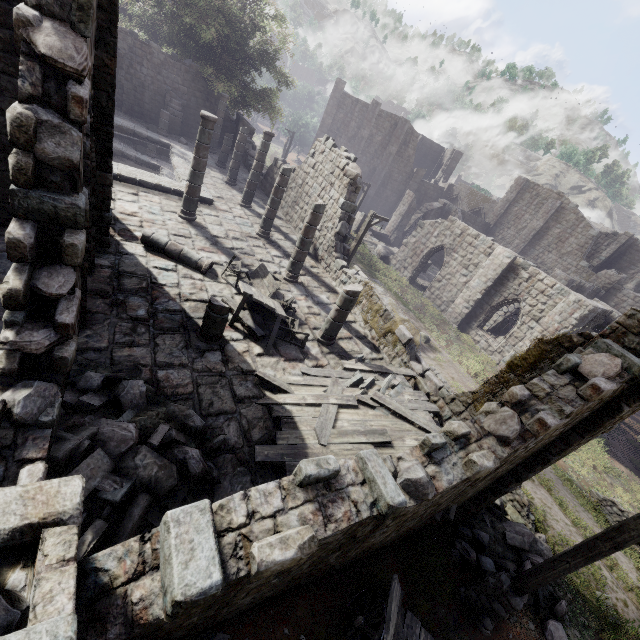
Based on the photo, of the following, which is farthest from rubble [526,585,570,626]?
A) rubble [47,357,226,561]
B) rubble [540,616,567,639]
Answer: rubble [47,357,226,561]

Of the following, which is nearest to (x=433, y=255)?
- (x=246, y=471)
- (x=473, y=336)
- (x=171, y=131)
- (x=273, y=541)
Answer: (x=473, y=336)

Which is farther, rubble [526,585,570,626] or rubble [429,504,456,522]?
rubble [526,585,570,626]

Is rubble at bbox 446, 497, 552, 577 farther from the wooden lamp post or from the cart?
the cart

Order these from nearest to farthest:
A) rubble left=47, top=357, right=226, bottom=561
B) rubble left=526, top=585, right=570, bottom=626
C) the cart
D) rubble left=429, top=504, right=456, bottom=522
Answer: rubble left=47, top=357, right=226, bottom=561 → the cart → rubble left=429, top=504, right=456, bottom=522 → rubble left=526, top=585, right=570, bottom=626

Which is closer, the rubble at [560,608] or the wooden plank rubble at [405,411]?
the wooden plank rubble at [405,411]

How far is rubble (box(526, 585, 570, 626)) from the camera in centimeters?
804cm

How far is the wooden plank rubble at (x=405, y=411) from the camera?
6.57m
